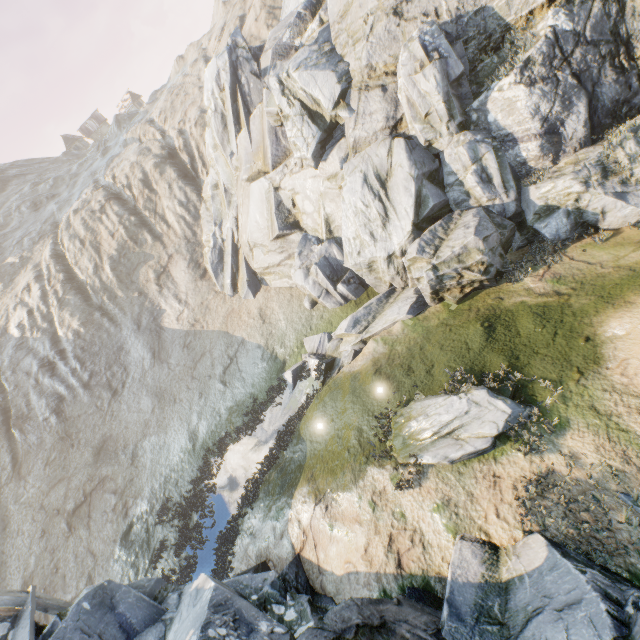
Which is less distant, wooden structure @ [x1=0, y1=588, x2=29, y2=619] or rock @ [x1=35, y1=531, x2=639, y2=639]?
rock @ [x1=35, y1=531, x2=639, y2=639]

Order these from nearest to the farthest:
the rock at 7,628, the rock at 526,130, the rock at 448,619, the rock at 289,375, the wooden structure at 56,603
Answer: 1. the rock at 448,619
2. the rock at 7,628
3. the wooden structure at 56,603
4. the rock at 526,130
5. the rock at 289,375

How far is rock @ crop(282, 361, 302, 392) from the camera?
17.2 meters

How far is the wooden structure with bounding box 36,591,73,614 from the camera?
9.2m

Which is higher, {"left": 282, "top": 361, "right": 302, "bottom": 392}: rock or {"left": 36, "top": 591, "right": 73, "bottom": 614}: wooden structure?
{"left": 36, "top": 591, "right": 73, "bottom": 614}: wooden structure

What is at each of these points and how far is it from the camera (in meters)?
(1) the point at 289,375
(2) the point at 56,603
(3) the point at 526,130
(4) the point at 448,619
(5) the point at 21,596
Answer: (1) rock, 17.56
(2) wooden structure, 9.40
(3) rock, 11.82
(4) rock, 5.90
(5) wooden structure, 9.02

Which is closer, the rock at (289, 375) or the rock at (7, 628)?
the rock at (7, 628)

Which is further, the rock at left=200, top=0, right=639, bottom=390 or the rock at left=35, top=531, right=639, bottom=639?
the rock at left=200, top=0, right=639, bottom=390
